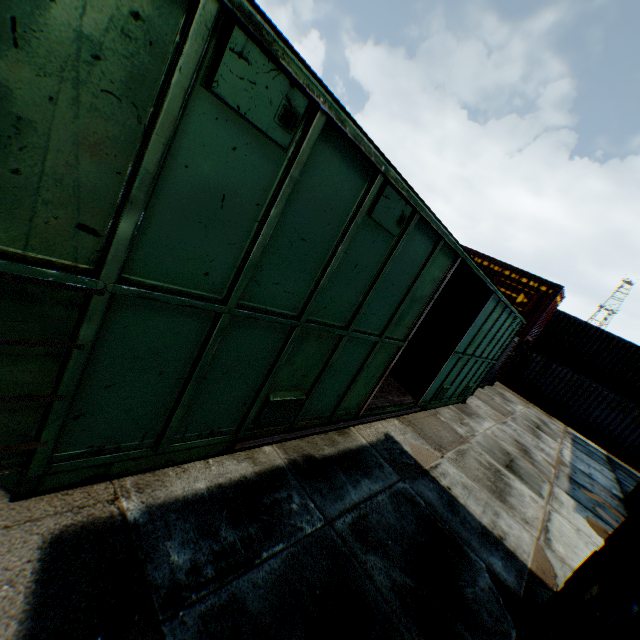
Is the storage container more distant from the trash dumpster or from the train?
the trash dumpster

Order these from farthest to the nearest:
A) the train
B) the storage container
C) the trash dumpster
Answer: the trash dumpster → the storage container → the train

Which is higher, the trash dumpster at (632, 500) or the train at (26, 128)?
the train at (26, 128)

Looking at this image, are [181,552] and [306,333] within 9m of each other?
yes

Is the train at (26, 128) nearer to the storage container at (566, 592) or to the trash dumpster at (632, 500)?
the storage container at (566, 592)

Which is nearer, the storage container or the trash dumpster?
the storage container

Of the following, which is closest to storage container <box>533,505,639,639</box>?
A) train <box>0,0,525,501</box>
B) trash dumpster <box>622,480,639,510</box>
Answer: train <box>0,0,525,501</box>
